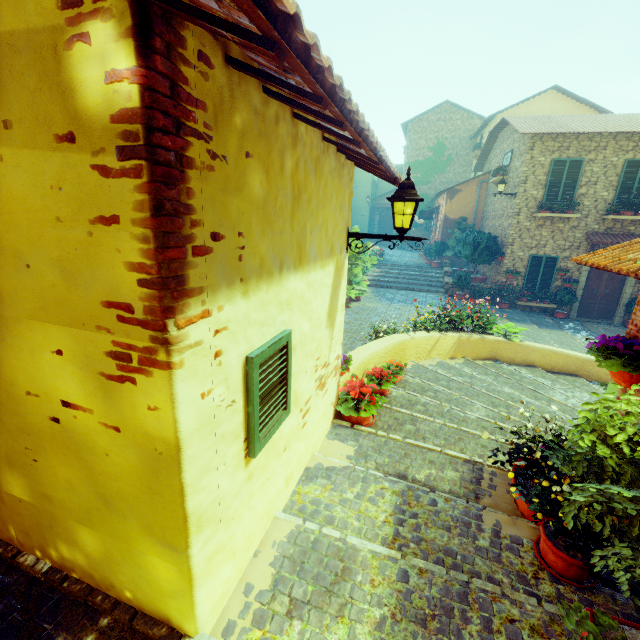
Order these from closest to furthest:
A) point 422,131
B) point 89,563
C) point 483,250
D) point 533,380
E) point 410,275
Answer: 1. point 89,563
2. point 533,380
3. point 483,250
4. point 410,275
5. point 422,131

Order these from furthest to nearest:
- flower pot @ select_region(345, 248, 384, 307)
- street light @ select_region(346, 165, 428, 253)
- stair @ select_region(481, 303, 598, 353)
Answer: stair @ select_region(481, 303, 598, 353)
flower pot @ select_region(345, 248, 384, 307)
street light @ select_region(346, 165, 428, 253)

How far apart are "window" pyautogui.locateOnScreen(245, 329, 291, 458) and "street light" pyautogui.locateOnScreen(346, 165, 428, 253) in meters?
1.8 m

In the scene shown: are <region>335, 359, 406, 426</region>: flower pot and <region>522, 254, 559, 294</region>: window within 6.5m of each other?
no

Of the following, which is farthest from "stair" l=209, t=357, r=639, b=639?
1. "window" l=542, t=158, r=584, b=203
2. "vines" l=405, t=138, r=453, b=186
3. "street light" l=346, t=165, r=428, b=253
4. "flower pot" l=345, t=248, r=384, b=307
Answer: "vines" l=405, t=138, r=453, b=186

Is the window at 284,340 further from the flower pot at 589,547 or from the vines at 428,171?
the vines at 428,171

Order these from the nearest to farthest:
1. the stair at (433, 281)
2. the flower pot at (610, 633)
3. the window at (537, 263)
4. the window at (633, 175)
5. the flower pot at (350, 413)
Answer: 1. the flower pot at (610, 633)
2. the flower pot at (350, 413)
3. the window at (633, 175)
4. the window at (537, 263)
5. the stair at (433, 281)

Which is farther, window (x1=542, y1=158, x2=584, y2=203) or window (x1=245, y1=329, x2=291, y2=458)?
window (x1=542, y1=158, x2=584, y2=203)
